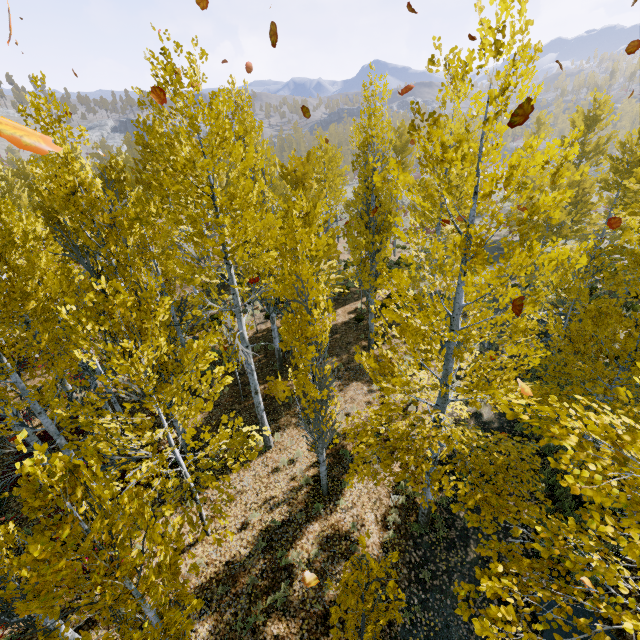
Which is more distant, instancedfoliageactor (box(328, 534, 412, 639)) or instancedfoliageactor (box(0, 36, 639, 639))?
instancedfoliageactor (box(328, 534, 412, 639))

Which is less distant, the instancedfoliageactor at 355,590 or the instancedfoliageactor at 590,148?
the instancedfoliageactor at 590,148

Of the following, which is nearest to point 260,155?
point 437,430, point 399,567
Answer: point 437,430
